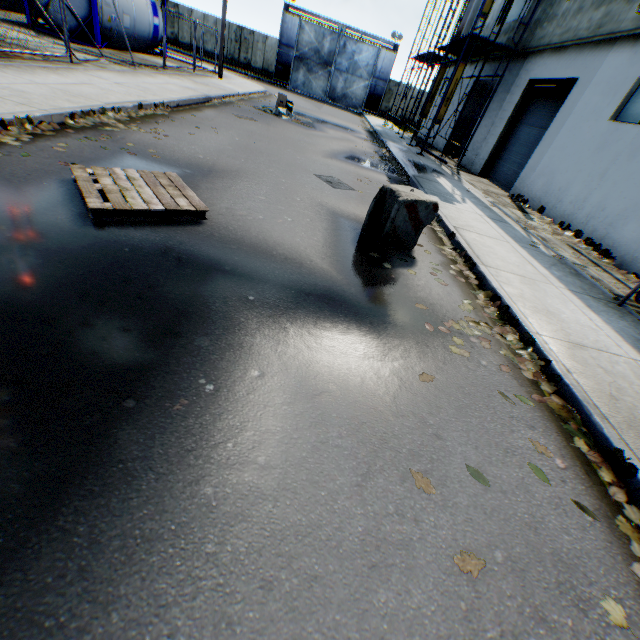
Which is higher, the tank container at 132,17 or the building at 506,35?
the building at 506,35

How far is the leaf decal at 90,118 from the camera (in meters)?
5.95

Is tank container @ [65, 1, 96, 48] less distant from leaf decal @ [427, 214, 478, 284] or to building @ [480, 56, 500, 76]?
leaf decal @ [427, 214, 478, 284]

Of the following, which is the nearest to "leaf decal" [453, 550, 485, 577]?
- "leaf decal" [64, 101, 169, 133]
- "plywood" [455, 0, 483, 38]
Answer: "leaf decal" [64, 101, 169, 133]

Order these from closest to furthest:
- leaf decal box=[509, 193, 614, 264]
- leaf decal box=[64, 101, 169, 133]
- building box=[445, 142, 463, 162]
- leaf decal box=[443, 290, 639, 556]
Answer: leaf decal box=[443, 290, 639, 556]
leaf decal box=[64, 101, 169, 133]
leaf decal box=[509, 193, 614, 264]
building box=[445, 142, 463, 162]

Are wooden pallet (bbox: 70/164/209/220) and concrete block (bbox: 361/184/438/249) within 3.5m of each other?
yes

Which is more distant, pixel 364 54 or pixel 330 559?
pixel 364 54

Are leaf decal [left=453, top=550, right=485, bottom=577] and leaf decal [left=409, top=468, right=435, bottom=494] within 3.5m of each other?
yes
